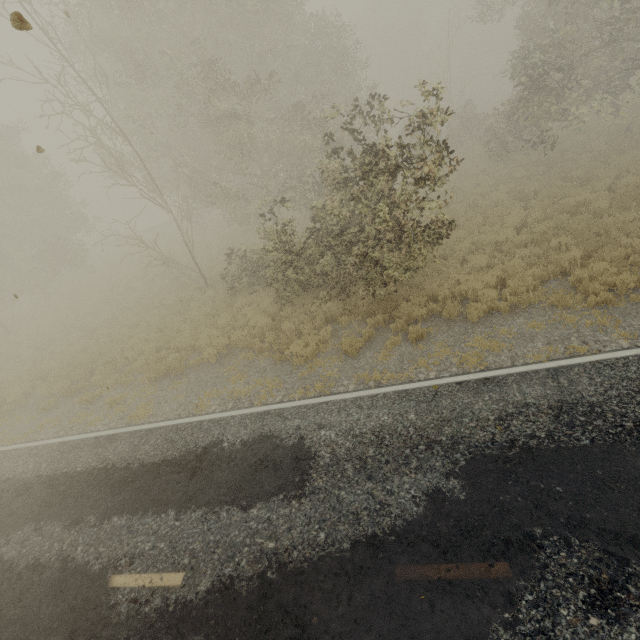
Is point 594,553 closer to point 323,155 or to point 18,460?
point 18,460
